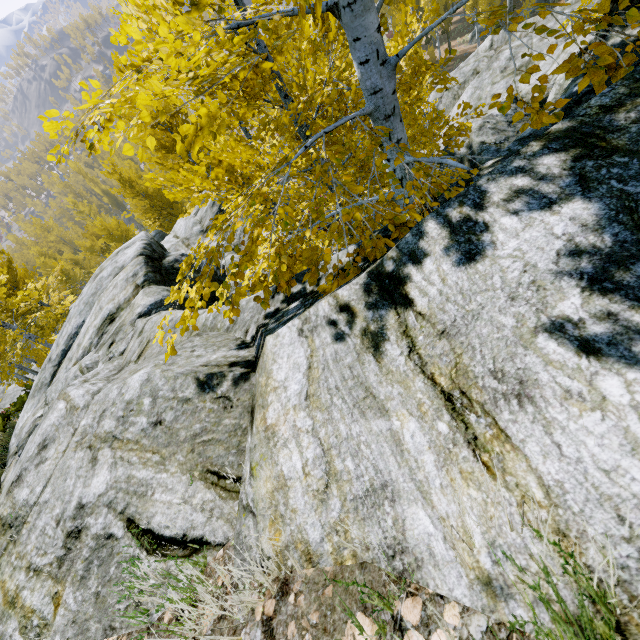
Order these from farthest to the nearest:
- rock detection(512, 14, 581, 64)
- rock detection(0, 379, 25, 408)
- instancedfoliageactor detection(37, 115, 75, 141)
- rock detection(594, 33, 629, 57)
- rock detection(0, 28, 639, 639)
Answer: rock detection(0, 379, 25, 408) < rock detection(512, 14, 581, 64) < instancedfoliageactor detection(37, 115, 75, 141) < rock detection(594, 33, 629, 57) < rock detection(0, 28, 639, 639)

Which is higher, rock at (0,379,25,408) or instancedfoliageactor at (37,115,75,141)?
instancedfoliageactor at (37,115,75,141)

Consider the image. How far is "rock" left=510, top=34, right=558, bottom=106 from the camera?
8.6 meters

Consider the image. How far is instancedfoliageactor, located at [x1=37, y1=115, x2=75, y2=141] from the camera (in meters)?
2.61

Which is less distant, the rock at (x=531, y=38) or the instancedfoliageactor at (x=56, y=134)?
the instancedfoliageactor at (x=56, y=134)

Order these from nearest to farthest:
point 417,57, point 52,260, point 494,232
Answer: point 494,232 → point 417,57 → point 52,260

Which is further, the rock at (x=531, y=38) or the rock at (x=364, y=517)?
the rock at (x=531, y=38)

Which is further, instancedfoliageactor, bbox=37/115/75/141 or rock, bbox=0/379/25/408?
rock, bbox=0/379/25/408
